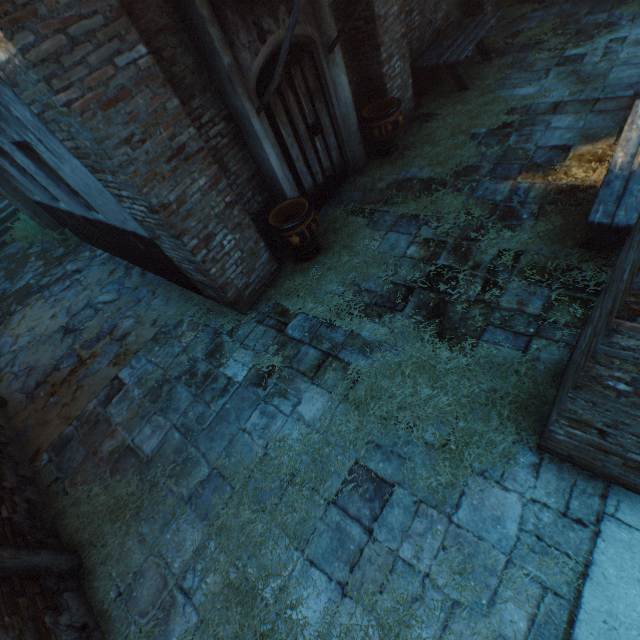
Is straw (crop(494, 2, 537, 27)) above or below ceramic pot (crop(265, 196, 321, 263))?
below

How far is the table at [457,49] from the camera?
6.5m

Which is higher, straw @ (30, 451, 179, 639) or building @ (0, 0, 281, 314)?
building @ (0, 0, 281, 314)

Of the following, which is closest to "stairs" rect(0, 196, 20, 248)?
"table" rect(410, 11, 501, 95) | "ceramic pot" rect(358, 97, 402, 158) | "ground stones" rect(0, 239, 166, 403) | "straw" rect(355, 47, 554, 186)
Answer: "ground stones" rect(0, 239, 166, 403)

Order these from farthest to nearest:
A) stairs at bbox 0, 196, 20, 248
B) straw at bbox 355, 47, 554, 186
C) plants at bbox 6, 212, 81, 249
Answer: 1. stairs at bbox 0, 196, 20, 248
2. plants at bbox 6, 212, 81, 249
3. straw at bbox 355, 47, 554, 186

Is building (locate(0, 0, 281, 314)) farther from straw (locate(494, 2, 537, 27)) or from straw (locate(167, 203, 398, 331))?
straw (locate(494, 2, 537, 27))

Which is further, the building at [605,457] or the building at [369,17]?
the building at [369,17]

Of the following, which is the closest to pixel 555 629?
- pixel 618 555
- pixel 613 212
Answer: pixel 618 555
